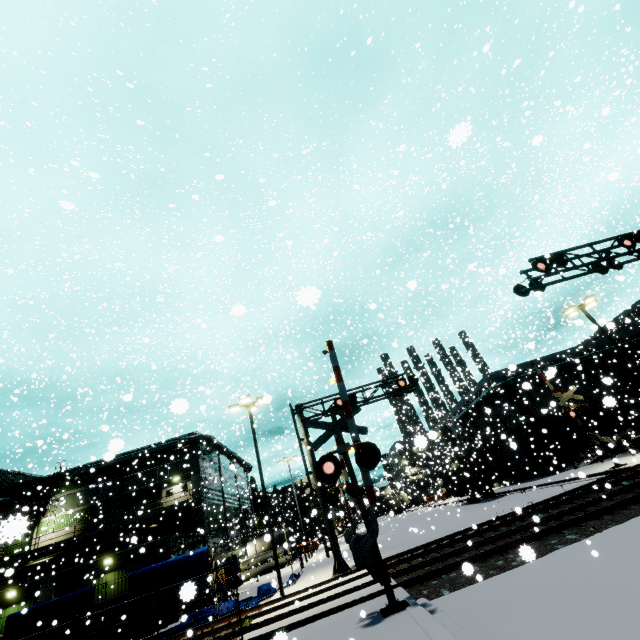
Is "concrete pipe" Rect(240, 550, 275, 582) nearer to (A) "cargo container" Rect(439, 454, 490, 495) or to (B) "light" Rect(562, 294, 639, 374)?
(A) "cargo container" Rect(439, 454, 490, 495)

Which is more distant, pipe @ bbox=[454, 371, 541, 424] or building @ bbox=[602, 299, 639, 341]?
pipe @ bbox=[454, 371, 541, 424]

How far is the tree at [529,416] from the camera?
32.2m

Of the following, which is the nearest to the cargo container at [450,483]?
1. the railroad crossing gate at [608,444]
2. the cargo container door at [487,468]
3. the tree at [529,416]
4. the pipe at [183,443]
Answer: the cargo container door at [487,468]

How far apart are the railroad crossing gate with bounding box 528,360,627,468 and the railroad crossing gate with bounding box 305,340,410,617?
13.6m

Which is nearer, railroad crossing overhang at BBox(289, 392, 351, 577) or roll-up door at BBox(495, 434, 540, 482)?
railroad crossing overhang at BBox(289, 392, 351, 577)

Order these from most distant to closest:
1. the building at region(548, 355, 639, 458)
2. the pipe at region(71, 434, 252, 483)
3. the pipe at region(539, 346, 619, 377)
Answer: the pipe at region(71, 434, 252, 483)
the building at region(548, 355, 639, 458)
the pipe at region(539, 346, 619, 377)

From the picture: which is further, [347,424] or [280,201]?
[280,201]
